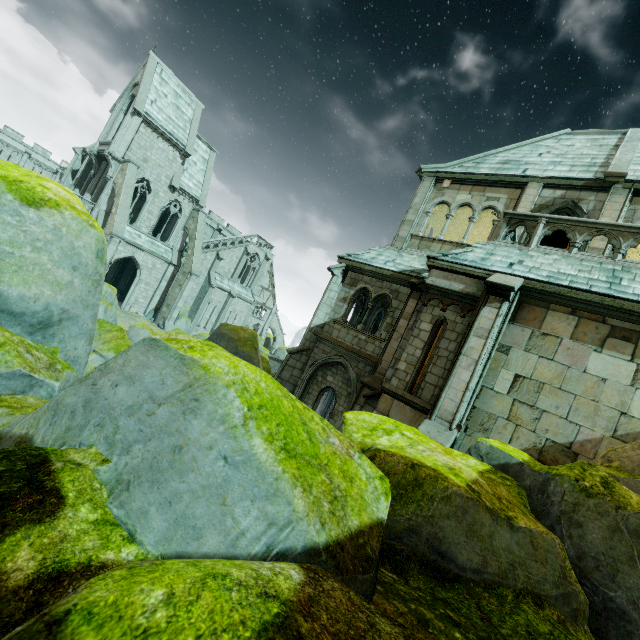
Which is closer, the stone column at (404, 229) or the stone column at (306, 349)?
the stone column at (306, 349)

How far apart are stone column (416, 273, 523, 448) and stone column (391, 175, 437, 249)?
5.9m

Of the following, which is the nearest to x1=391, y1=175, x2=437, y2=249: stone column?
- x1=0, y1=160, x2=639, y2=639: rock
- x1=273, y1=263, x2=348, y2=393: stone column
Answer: x1=273, y1=263, x2=348, y2=393: stone column

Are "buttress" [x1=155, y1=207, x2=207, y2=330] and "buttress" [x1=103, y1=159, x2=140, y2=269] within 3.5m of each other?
no

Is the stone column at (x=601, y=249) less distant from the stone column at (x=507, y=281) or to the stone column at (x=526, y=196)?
the stone column at (x=526, y=196)

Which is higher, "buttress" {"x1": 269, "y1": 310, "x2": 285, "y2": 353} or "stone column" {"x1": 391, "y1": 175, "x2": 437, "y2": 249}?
"stone column" {"x1": 391, "y1": 175, "x2": 437, "y2": 249}

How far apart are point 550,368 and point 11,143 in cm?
6839

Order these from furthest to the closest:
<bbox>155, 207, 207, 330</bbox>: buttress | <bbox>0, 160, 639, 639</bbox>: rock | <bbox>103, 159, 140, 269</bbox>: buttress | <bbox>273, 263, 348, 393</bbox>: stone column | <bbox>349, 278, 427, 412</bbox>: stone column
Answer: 1. <bbox>155, 207, 207, 330</bbox>: buttress
2. <bbox>103, 159, 140, 269</bbox>: buttress
3. <bbox>273, 263, 348, 393</bbox>: stone column
4. <bbox>349, 278, 427, 412</bbox>: stone column
5. <bbox>0, 160, 639, 639</bbox>: rock
